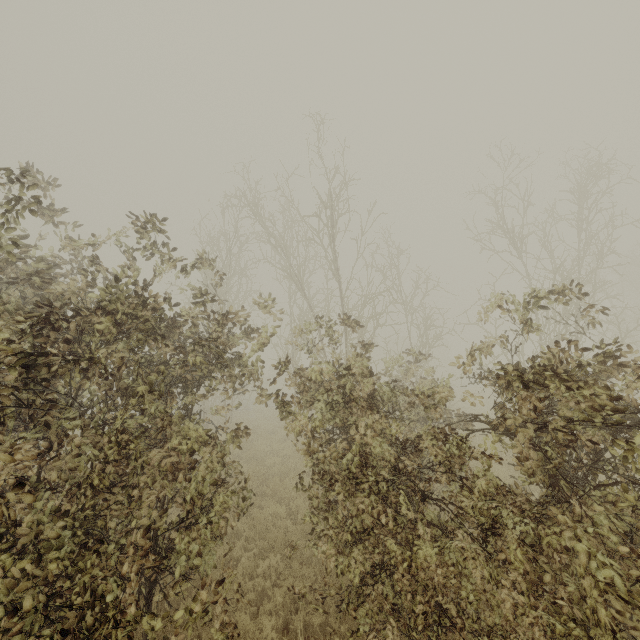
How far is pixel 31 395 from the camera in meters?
4.2
